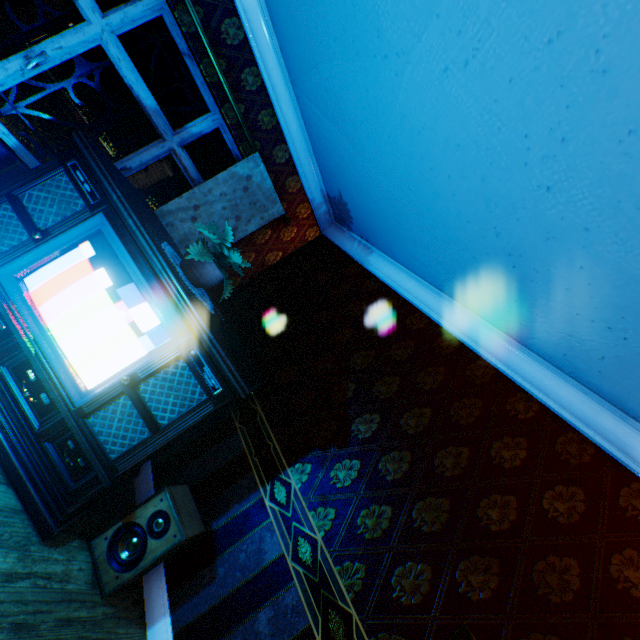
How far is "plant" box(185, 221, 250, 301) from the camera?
2.3 meters

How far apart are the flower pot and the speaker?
1.43m

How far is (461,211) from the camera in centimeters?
212cm

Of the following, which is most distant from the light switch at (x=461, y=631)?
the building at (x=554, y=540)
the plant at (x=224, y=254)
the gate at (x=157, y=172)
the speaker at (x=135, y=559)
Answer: the gate at (x=157, y=172)

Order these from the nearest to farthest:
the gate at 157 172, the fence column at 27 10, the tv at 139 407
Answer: the tv at 139 407 < the fence column at 27 10 < the gate at 157 172

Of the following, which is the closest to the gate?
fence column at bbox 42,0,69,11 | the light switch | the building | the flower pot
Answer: fence column at bbox 42,0,69,11

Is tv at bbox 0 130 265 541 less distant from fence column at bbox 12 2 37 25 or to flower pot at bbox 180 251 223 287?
flower pot at bbox 180 251 223 287

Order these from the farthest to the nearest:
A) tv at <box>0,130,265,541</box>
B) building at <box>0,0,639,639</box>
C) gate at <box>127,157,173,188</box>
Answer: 1. gate at <box>127,157,173,188</box>
2. tv at <box>0,130,265,541</box>
3. building at <box>0,0,639,639</box>
